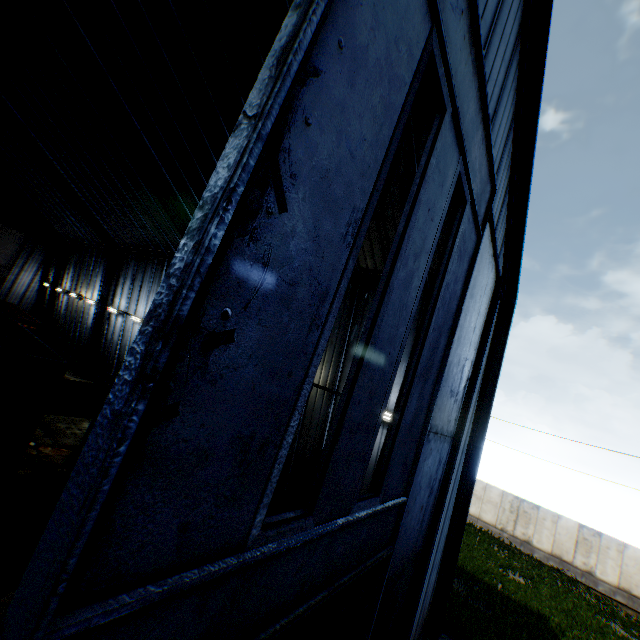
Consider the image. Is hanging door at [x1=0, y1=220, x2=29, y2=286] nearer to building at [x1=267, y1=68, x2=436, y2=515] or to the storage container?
building at [x1=267, y1=68, x2=436, y2=515]

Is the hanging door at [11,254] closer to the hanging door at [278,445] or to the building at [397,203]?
the building at [397,203]

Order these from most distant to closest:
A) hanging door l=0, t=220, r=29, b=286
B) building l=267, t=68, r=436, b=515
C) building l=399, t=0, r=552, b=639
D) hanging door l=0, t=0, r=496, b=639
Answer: hanging door l=0, t=220, r=29, b=286 < building l=267, t=68, r=436, b=515 < building l=399, t=0, r=552, b=639 < hanging door l=0, t=0, r=496, b=639

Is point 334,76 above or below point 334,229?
above

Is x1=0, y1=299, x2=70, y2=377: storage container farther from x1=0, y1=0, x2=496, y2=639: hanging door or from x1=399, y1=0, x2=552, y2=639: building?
x1=0, y1=0, x2=496, y2=639: hanging door

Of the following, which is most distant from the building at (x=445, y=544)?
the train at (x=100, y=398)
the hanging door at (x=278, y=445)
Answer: the train at (x=100, y=398)

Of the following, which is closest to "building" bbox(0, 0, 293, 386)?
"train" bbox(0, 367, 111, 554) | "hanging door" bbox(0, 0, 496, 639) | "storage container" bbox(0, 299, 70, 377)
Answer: "hanging door" bbox(0, 0, 496, 639)

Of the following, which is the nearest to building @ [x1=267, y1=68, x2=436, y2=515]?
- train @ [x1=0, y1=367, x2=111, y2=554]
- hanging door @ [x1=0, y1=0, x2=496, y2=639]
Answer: hanging door @ [x1=0, y1=0, x2=496, y2=639]
